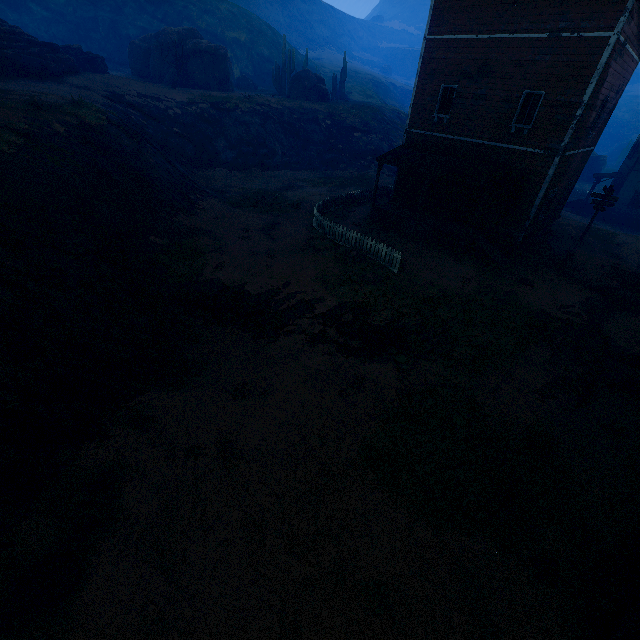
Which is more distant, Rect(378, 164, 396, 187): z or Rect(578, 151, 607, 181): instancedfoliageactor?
Rect(578, 151, 607, 181): instancedfoliageactor

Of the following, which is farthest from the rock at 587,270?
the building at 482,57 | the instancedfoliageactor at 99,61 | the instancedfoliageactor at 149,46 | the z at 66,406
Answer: the instancedfoliageactor at 99,61

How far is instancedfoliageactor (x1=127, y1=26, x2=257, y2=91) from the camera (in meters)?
34.34

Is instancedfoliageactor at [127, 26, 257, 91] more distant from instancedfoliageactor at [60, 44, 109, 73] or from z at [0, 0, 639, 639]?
instancedfoliageactor at [60, 44, 109, 73]

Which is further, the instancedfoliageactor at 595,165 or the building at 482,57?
the instancedfoliageactor at 595,165

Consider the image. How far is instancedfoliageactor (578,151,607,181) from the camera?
53.0m

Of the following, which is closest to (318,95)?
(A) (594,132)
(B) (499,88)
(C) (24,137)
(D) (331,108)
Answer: (D) (331,108)

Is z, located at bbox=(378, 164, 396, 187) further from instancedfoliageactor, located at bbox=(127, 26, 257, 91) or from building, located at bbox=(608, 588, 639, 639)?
instancedfoliageactor, located at bbox=(127, 26, 257, 91)
